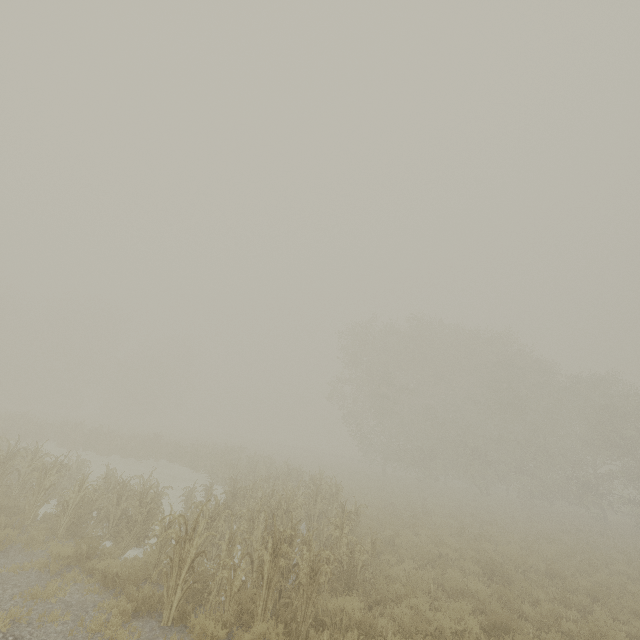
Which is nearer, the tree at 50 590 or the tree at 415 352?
the tree at 50 590

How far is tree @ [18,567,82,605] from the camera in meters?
5.8

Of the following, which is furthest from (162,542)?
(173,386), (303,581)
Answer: (173,386)

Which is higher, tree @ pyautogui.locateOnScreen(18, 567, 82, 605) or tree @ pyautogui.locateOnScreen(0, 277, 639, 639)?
tree @ pyautogui.locateOnScreen(0, 277, 639, 639)

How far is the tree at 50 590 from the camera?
5.84m

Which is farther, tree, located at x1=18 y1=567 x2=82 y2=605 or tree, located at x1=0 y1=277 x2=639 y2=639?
tree, located at x1=0 y1=277 x2=639 y2=639
